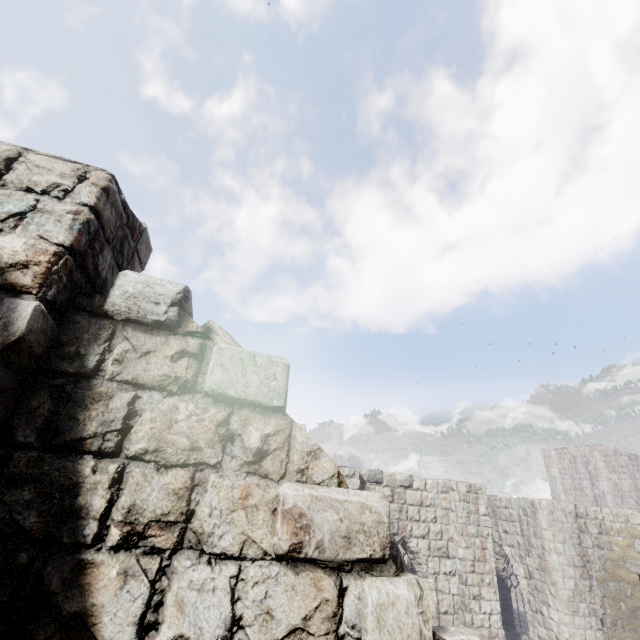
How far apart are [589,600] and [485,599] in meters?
4.1 m
